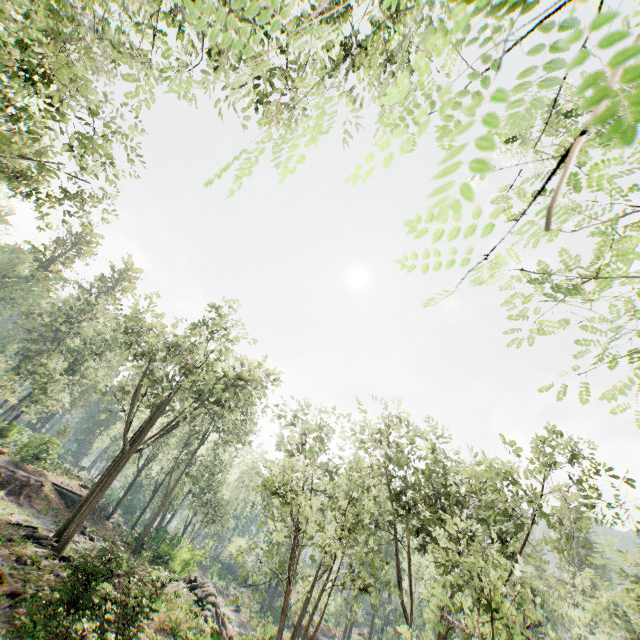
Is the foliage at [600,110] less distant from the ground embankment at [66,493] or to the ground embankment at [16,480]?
the ground embankment at [66,493]

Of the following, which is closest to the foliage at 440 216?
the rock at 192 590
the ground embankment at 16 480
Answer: the rock at 192 590

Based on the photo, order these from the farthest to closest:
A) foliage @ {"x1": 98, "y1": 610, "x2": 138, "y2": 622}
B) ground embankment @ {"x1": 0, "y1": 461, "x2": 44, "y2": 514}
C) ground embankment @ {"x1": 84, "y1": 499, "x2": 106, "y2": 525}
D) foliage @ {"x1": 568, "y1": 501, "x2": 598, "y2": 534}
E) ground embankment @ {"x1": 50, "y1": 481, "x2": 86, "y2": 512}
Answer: ground embankment @ {"x1": 84, "y1": 499, "x2": 106, "y2": 525}
ground embankment @ {"x1": 50, "y1": 481, "x2": 86, "y2": 512}
ground embankment @ {"x1": 0, "y1": 461, "x2": 44, "y2": 514}
foliage @ {"x1": 568, "y1": 501, "x2": 598, "y2": 534}
foliage @ {"x1": 98, "y1": 610, "x2": 138, "y2": 622}

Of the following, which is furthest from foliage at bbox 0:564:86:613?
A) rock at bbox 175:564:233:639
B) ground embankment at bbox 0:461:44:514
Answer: ground embankment at bbox 0:461:44:514

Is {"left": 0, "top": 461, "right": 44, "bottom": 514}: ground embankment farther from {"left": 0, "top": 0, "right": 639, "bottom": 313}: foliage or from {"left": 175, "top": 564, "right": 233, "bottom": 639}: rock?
{"left": 0, "top": 0, "right": 639, "bottom": 313}: foliage

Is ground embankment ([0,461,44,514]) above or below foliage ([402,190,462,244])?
below

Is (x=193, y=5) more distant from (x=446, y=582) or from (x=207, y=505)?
(x=207, y=505)

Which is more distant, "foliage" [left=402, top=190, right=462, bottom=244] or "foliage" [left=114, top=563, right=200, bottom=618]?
"foliage" [left=114, top=563, right=200, bottom=618]
